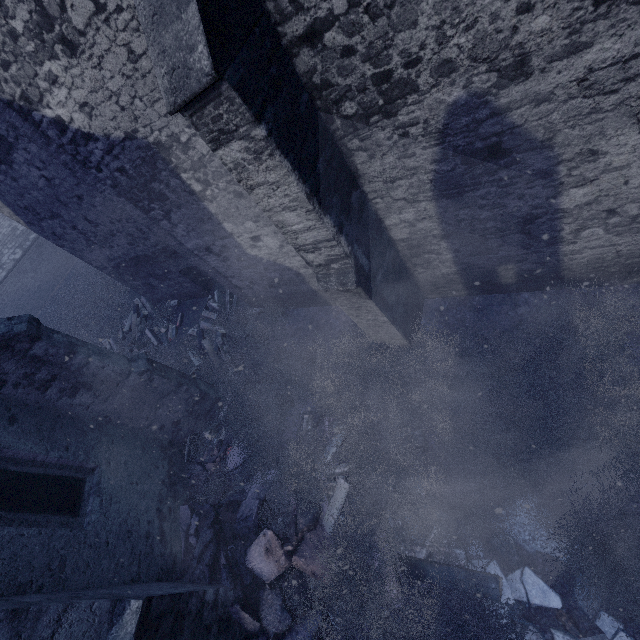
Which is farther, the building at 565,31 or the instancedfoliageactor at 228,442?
the instancedfoliageactor at 228,442

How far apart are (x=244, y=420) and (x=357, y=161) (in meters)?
5.27

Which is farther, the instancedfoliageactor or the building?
the instancedfoliageactor

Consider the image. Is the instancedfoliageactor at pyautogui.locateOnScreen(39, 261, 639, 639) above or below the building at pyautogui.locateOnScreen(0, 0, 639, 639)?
below

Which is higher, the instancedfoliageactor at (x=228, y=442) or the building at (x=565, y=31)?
the building at (x=565, y=31)
